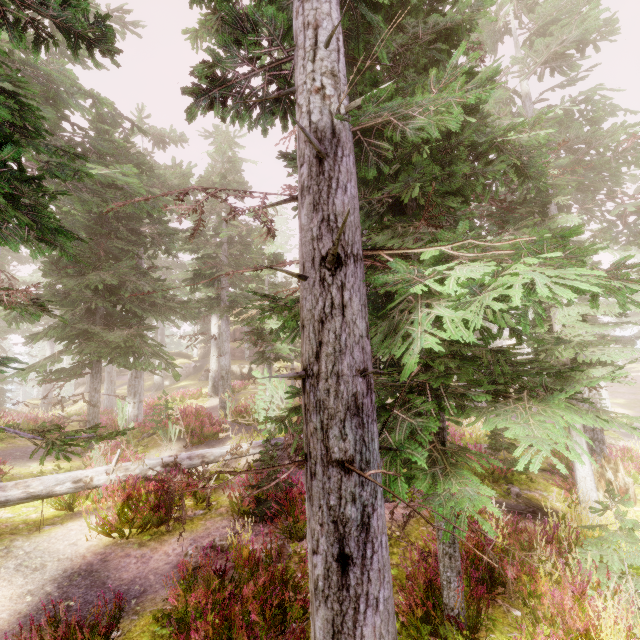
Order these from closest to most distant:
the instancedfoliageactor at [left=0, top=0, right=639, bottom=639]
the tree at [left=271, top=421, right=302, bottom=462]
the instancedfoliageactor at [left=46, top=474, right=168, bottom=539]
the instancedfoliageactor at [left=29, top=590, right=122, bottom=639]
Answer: the instancedfoliageactor at [left=0, top=0, right=639, bottom=639], the instancedfoliageactor at [left=29, top=590, right=122, bottom=639], the instancedfoliageactor at [left=46, top=474, right=168, bottom=539], the tree at [left=271, top=421, right=302, bottom=462]

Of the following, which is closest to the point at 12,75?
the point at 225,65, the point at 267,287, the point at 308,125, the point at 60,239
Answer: the point at 60,239

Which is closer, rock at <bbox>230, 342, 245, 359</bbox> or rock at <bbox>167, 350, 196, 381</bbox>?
rock at <bbox>167, 350, 196, 381</bbox>

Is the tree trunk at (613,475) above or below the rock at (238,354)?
below

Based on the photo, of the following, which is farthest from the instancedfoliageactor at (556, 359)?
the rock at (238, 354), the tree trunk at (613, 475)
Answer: the tree trunk at (613, 475)

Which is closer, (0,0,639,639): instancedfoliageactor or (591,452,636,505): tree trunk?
(0,0,639,639): instancedfoliageactor

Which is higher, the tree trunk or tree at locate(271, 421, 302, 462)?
tree at locate(271, 421, 302, 462)

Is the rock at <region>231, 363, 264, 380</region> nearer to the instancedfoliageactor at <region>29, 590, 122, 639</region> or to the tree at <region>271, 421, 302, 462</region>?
the instancedfoliageactor at <region>29, 590, 122, 639</region>
